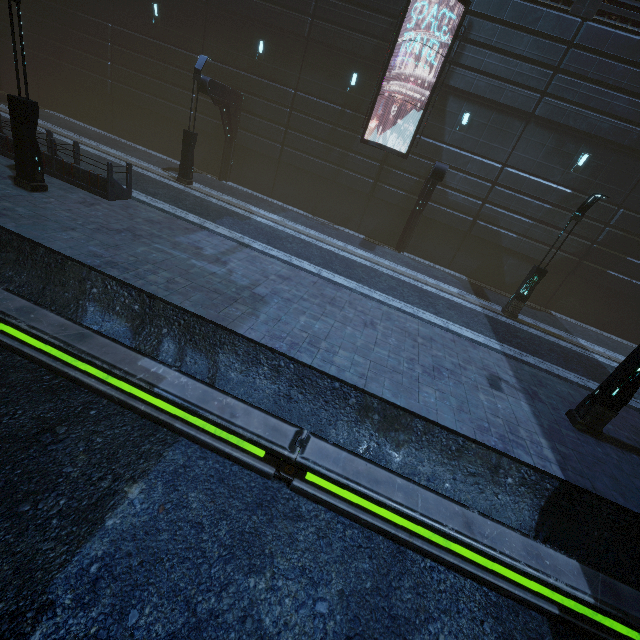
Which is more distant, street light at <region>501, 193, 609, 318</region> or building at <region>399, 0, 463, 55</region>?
building at <region>399, 0, 463, 55</region>

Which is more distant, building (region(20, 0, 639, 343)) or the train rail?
building (region(20, 0, 639, 343))

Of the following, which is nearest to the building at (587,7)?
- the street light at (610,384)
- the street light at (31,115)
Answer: the street light at (31,115)

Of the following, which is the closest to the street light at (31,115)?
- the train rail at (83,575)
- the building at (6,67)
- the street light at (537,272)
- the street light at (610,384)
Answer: the building at (6,67)

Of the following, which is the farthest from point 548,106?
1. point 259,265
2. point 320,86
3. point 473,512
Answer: point 473,512

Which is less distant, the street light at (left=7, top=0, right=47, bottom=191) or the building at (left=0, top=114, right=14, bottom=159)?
the street light at (left=7, top=0, right=47, bottom=191)

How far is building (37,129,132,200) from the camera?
11.11m

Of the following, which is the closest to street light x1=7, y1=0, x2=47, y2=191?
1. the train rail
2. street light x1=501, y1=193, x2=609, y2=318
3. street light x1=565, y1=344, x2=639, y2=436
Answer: the train rail
